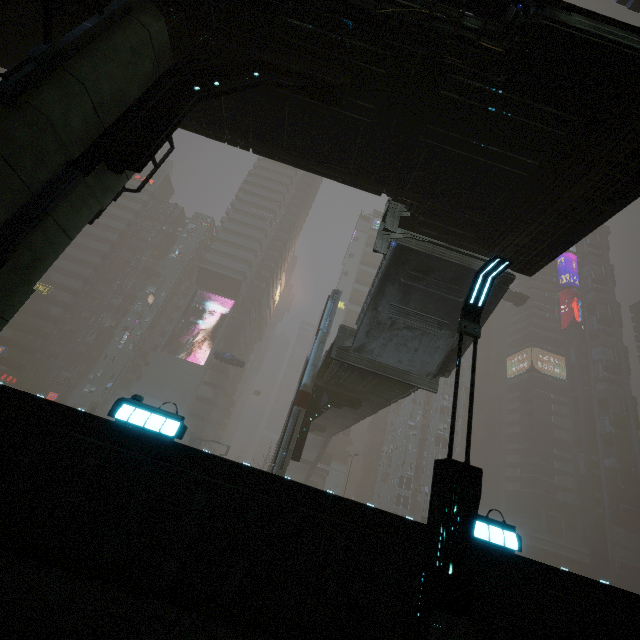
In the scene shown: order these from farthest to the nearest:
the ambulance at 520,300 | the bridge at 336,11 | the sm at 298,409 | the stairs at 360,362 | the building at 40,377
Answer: the building at 40,377 < the ambulance at 520,300 < the sm at 298,409 < the stairs at 360,362 < the bridge at 336,11

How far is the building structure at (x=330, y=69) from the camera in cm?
602

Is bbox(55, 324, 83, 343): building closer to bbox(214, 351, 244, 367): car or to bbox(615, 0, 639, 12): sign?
bbox(615, 0, 639, 12): sign

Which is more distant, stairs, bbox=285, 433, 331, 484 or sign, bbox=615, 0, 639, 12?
stairs, bbox=285, 433, 331, 484

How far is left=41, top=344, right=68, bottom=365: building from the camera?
56.2m

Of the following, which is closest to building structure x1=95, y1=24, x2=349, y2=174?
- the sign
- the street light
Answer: the street light

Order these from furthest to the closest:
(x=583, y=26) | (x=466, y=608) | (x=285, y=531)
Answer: (x=583, y=26) → (x=285, y=531) → (x=466, y=608)

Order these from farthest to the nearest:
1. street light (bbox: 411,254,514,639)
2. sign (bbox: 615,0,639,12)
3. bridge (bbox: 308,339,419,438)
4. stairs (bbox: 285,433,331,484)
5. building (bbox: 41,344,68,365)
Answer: building (bbox: 41,344,68,365), stairs (bbox: 285,433,331,484), sign (bbox: 615,0,639,12), bridge (bbox: 308,339,419,438), street light (bbox: 411,254,514,639)
